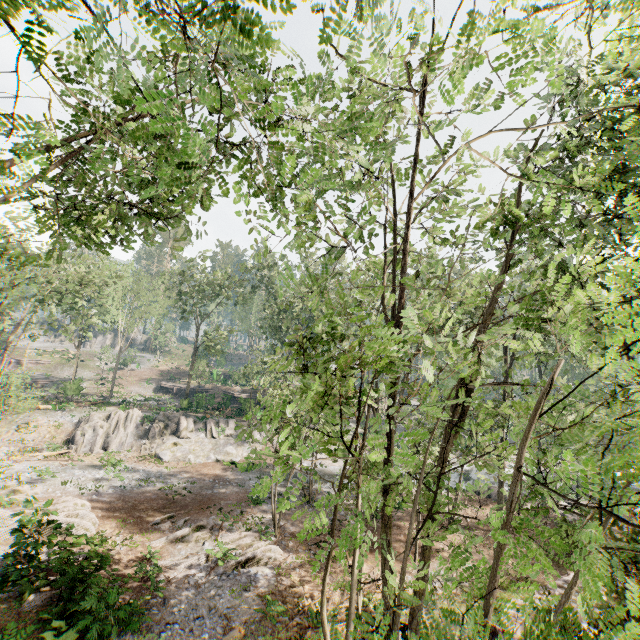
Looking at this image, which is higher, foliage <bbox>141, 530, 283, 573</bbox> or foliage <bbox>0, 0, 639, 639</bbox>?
foliage <bbox>0, 0, 639, 639</bbox>

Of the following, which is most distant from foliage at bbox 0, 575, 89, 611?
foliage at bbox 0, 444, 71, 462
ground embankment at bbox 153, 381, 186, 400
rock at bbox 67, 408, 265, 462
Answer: ground embankment at bbox 153, 381, 186, 400

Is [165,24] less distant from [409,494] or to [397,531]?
[409,494]

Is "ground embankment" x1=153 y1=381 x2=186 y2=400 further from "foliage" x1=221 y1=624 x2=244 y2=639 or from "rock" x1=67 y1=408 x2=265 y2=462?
"foliage" x1=221 y1=624 x2=244 y2=639

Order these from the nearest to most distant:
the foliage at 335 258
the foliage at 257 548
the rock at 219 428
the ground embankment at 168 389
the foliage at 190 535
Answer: Answer:
1. the foliage at 335 258
2. the foliage at 257 548
3. the foliage at 190 535
4. the rock at 219 428
5. the ground embankment at 168 389

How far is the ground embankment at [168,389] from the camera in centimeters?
5038cm

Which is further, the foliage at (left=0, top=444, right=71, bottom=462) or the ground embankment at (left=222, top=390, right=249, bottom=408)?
the ground embankment at (left=222, top=390, right=249, bottom=408)

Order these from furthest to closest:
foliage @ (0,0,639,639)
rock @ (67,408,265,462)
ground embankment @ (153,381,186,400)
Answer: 1. ground embankment @ (153,381,186,400)
2. rock @ (67,408,265,462)
3. foliage @ (0,0,639,639)
